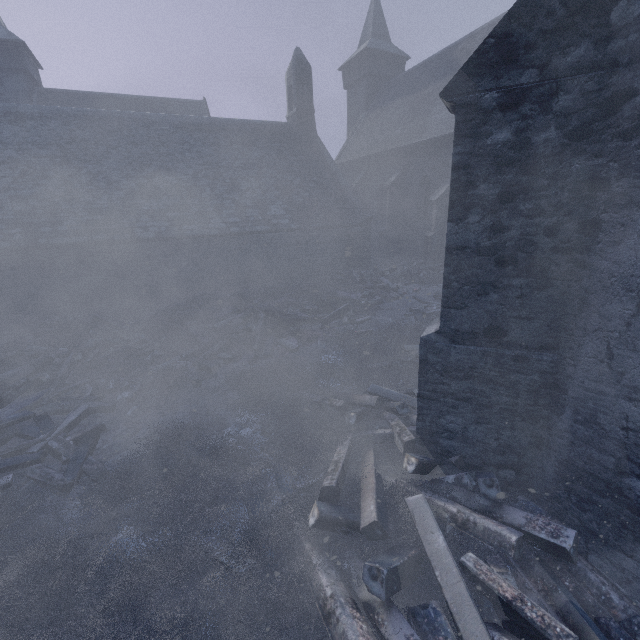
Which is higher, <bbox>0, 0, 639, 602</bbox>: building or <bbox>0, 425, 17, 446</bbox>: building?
<bbox>0, 0, 639, 602</bbox>: building

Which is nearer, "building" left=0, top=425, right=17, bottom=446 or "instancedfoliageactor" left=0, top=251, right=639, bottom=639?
"instancedfoliageactor" left=0, top=251, right=639, bottom=639

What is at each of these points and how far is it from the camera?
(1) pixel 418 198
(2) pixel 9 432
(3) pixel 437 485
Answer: (1) building, 19.92m
(2) building, 5.56m
(3) instancedfoliageactor, 4.10m

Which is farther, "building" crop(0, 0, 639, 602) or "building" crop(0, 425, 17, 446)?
"building" crop(0, 425, 17, 446)

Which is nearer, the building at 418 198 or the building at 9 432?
the building at 418 198

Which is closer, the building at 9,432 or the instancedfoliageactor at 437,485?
the instancedfoliageactor at 437,485

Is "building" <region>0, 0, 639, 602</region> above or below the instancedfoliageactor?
above
